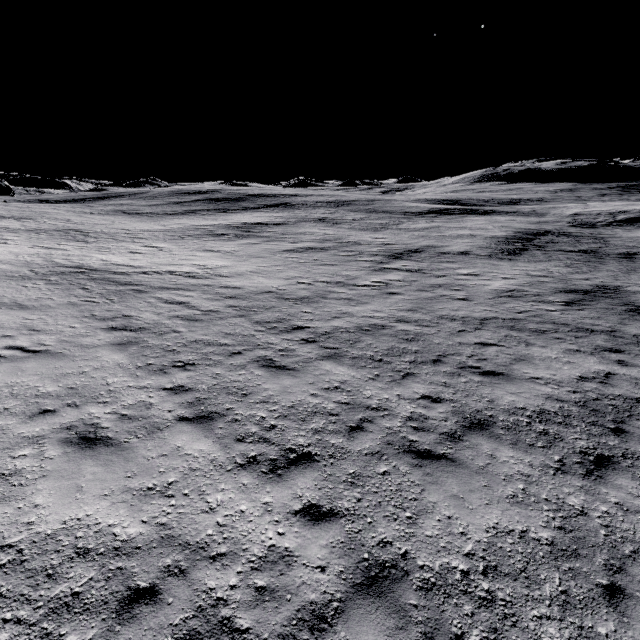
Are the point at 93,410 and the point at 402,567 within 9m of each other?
yes
